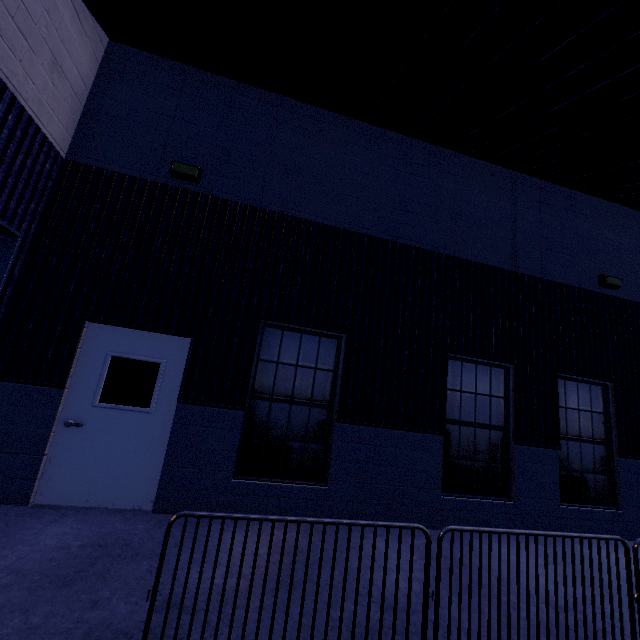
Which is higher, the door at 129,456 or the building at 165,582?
the door at 129,456

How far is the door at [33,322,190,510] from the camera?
4.4m

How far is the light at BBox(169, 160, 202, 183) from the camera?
5.4 meters

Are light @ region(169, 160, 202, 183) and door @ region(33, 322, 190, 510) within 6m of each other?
yes

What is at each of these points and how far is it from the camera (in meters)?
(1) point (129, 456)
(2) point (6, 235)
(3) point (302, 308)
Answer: (1) door, 4.61
(2) roll-up door, 4.38
(3) building, 5.55

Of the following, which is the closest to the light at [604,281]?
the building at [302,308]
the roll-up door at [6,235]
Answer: → the building at [302,308]

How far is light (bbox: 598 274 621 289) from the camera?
7.2m

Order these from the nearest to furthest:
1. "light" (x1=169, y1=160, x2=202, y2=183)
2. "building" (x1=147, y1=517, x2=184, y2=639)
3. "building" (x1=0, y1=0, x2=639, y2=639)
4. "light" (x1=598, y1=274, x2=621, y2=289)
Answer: "building" (x1=147, y1=517, x2=184, y2=639)
"building" (x1=0, y1=0, x2=639, y2=639)
"light" (x1=169, y1=160, x2=202, y2=183)
"light" (x1=598, y1=274, x2=621, y2=289)
